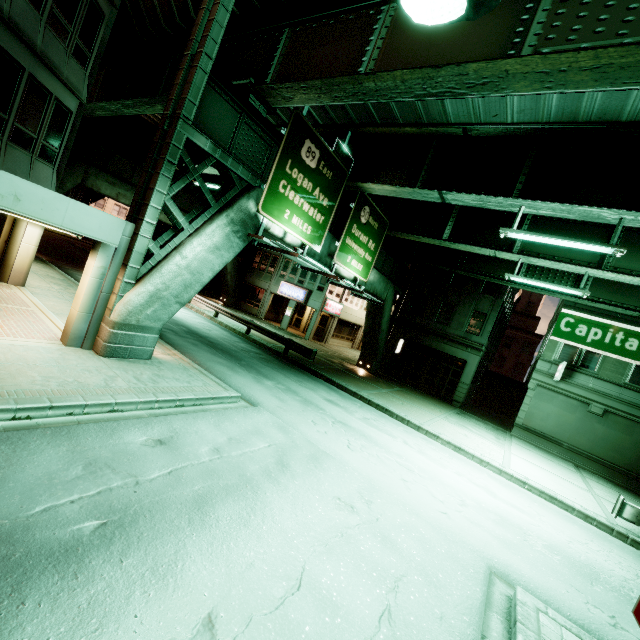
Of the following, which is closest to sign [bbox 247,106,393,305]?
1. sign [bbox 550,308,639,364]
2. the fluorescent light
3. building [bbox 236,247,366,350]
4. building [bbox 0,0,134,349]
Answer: building [bbox 0,0,134,349]

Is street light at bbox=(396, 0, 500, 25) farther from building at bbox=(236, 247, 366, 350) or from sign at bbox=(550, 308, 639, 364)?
building at bbox=(236, 247, 366, 350)

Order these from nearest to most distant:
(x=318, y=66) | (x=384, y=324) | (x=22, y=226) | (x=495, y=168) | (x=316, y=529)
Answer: (x=316, y=529)
(x=318, y=66)
(x=495, y=168)
(x=22, y=226)
(x=384, y=324)

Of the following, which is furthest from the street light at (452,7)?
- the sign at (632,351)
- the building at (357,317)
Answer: the building at (357,317)

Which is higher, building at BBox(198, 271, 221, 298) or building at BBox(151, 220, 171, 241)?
building at BBox(151, 220, 171, 241)

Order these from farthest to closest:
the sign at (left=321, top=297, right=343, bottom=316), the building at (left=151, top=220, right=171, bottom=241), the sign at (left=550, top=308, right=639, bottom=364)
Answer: the building at (left=151, top=220, right=171, bottom=241) < the sign at (left=321, top=297, right=343, bottom=316) < the sign at (left=550, top=308, right=639, bottom=364)

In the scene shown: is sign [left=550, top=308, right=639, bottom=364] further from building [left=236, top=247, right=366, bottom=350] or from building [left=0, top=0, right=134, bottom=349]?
building [left=236, top=247, right=366, bottom=350]

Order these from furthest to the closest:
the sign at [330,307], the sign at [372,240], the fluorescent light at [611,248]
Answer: the sign at [330,307] → the sign at [372,240] → the fluorescent light at [611,248]
